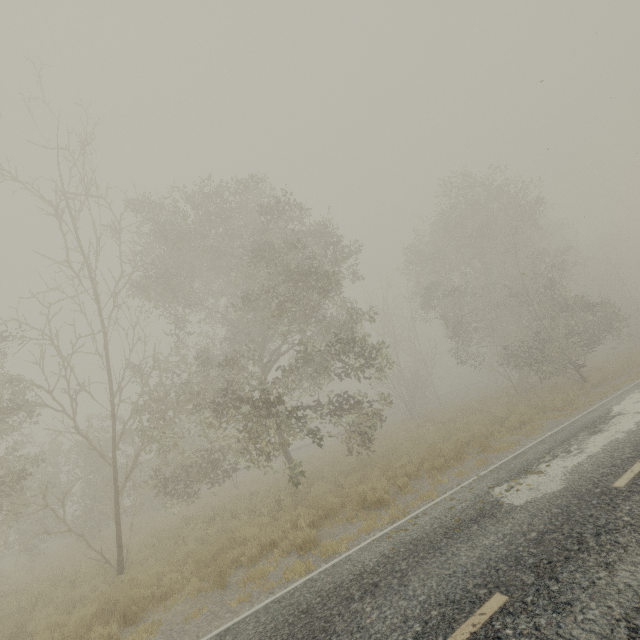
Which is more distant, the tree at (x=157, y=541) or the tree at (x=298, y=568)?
the tree at (x=157, y=541)

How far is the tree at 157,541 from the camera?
11.8m

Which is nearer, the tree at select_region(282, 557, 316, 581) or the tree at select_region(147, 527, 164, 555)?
the tree at select_region(282, 557, 316, 581)

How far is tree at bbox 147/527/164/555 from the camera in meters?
11.8 m

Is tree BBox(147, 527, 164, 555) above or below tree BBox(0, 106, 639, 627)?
below

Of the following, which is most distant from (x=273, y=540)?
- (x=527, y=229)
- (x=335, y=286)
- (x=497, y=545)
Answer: (x=527, y=229)
